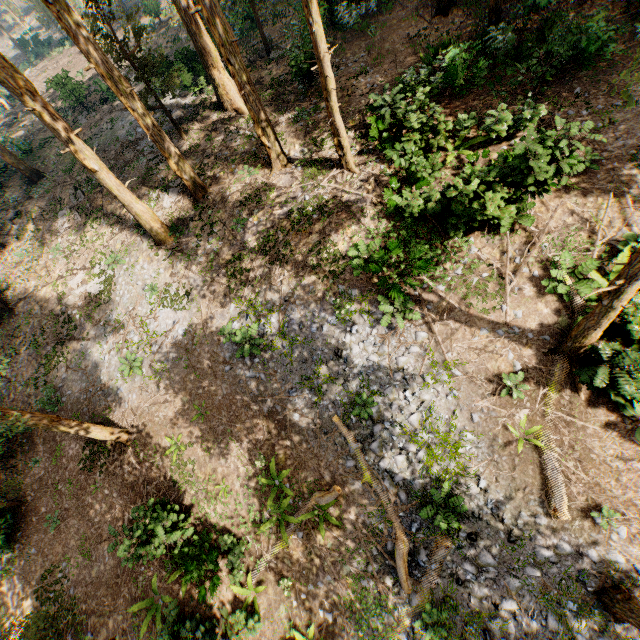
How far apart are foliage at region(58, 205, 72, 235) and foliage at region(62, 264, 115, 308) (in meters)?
5.33

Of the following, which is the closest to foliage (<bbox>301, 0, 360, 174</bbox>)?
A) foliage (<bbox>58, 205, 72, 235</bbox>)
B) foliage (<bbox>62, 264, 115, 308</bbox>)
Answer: foliage (<bbox>62, 264, 115, 308</bbox>)

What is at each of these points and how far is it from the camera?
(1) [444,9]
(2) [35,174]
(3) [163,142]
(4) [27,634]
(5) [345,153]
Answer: (1) foliage, 16.78m
(2) foliage, 24.73m
(3) foliage, 14.71m
(4) foliage, 10.07m
(5) foliage, 13.65m

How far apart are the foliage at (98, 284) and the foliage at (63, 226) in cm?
533

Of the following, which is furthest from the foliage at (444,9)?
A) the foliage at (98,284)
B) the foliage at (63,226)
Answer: the foliage at (63,226)

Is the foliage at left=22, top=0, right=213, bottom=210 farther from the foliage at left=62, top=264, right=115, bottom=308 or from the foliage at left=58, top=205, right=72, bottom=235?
the foliage at left=58, top=205, right=72, bottom=235

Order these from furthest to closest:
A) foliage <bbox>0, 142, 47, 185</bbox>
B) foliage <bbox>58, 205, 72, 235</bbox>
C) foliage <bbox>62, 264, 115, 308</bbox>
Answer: foliage <bbox>0, 142, 47, 185</bbox>
foliage <bbox>58, 205, 72, 235</bbox>
foliage <bbox>62, 264, 115, 308</bbox>
